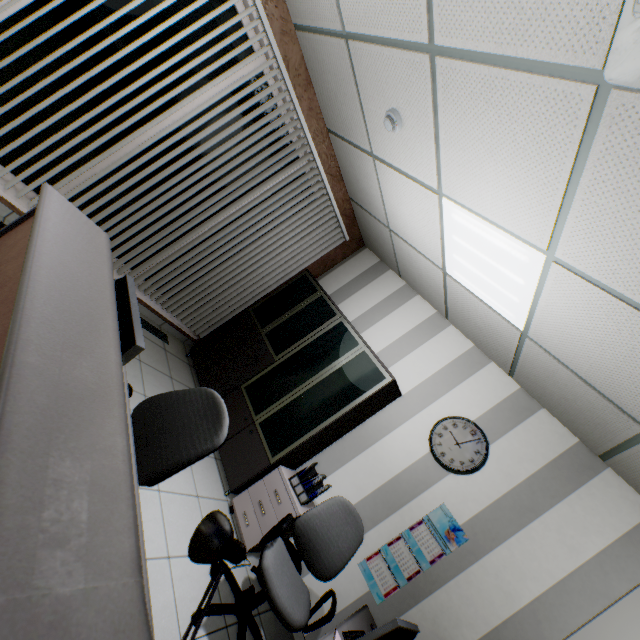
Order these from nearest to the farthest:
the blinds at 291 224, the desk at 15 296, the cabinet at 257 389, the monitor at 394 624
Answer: the desk at 15 296
the monitor at 394 624
the blinds at 291 224
the cabinet at 257 389

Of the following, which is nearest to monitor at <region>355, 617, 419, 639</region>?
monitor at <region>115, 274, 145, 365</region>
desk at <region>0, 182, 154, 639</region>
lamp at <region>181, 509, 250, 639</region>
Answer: desk at <region>0, 182, 154, 639</region>

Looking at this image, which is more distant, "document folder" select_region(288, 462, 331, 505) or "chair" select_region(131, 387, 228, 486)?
"document folder" select_region(288, 462, 331, 505)

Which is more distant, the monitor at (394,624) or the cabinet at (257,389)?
the cabinet at (257,389)

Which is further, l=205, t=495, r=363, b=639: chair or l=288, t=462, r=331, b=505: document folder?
l=288, t=462, r=331, b=505: document folder

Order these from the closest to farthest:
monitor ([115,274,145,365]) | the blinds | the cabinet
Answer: monitor ([115,274,145,365])
the blinds
the cabinet

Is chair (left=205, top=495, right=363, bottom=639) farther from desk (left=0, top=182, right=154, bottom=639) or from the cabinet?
the cabinet

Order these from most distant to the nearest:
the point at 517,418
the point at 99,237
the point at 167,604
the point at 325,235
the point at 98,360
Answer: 1. the point at 325,235
2. the point at 517,418
3. the point at 167,604
4. the point at 99,237
5. the point at 98,360
